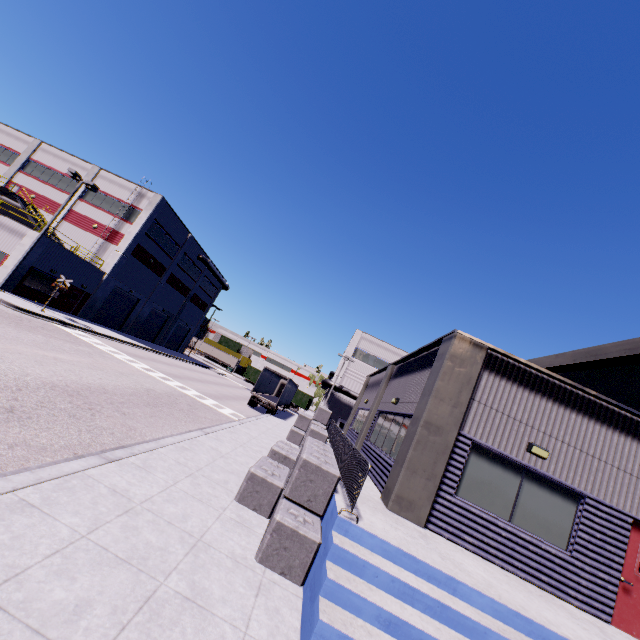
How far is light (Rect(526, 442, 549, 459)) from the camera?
8.3 meters

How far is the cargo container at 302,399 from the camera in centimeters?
4841cm

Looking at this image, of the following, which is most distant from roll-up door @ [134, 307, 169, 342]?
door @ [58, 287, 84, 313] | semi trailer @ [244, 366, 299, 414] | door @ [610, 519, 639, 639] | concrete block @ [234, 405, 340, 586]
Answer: door @ [610, 519, 639, 639]

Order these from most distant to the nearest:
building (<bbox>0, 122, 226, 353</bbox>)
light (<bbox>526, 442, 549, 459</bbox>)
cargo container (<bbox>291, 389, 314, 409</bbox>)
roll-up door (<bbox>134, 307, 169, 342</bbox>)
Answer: cargo container (<bbox>291, 389, 314, 409</bbox>), roll-up door (<bbox>134, 307, 169, 342</bbox>), building (<bbox>0, 122, 226, 353</bbox>), light (<bbox>526, 442, 549, 459</bbox>)

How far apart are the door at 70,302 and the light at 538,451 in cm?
3549

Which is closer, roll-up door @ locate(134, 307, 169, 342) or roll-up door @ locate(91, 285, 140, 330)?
roll-up door @ locate(91, 285, 140, 330)

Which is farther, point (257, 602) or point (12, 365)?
point (12, 365)

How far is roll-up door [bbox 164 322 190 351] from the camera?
50.0m
